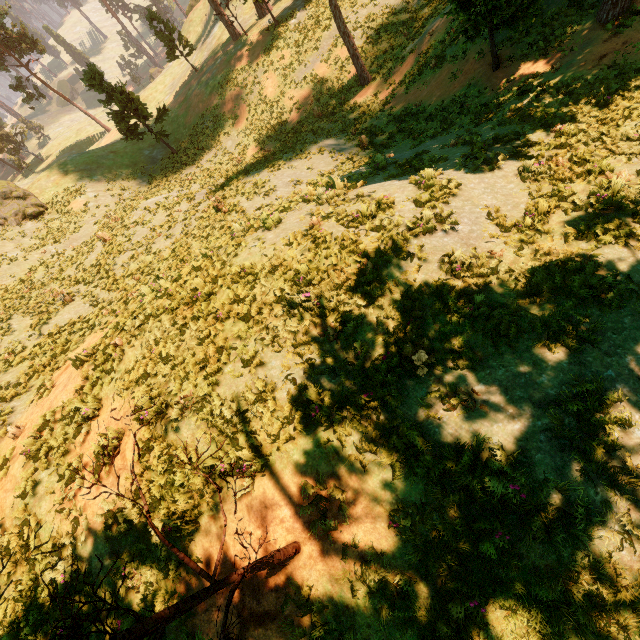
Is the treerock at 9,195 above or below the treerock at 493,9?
above

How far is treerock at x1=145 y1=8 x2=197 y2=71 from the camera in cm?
3233

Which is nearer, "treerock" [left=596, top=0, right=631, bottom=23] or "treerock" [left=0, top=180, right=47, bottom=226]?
"treerock" [left=596, top=0, right=631, bottom=23]

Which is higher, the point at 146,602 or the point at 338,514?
the point at 146,602

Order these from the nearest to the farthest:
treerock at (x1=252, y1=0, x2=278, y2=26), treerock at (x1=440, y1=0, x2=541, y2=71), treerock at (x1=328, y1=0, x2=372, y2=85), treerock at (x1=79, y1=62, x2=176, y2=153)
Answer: treerock at (x1=440, y1=0, x2=541, y2=71) < treerock at (x1=328, y1=0, x2=372, y2=85) < treerock at (x1=79, y1=62, x2=176, y2=153) < treerock at (x1=252, y1=0, x2=278, y2=26)

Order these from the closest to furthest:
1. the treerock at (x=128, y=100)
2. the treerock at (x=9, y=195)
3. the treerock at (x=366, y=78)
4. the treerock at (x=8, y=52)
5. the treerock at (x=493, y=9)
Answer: the treerock at (x=493, y=9), the treerock at (x=366, y=78), the treerock at (x=128, y=100), the treerock at (x=9, y=195), the treerock at (x=8, y=52)
